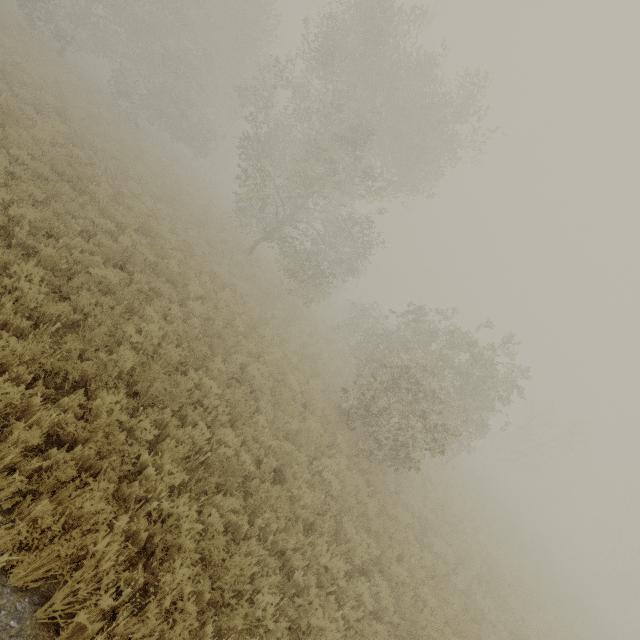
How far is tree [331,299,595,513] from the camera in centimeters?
1095cm

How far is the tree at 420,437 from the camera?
10.95m

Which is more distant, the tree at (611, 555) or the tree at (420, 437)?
the tree at (611, 555)

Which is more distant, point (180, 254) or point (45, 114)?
point (45, 114)

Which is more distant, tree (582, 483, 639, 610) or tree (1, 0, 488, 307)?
tree (582, 483, 639, 610)

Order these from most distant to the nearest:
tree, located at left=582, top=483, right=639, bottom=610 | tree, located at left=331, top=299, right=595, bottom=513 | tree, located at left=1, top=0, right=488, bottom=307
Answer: tree, located at left=582, top=483, right=639, bottom=610 < tree, located at left=1, top=0, right=488, bottom=307 < tree, located at left=331, top=299, right=595, bottom=513

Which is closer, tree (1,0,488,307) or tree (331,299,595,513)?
tree (331,299,595,513)
